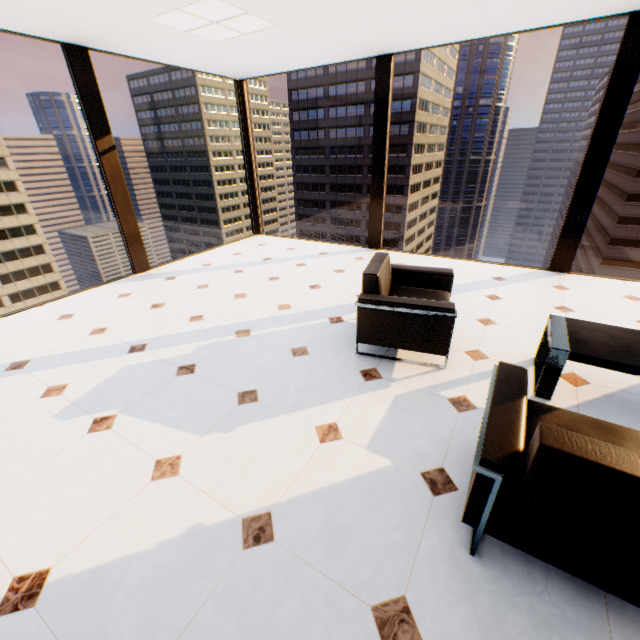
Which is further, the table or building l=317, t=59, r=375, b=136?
building l=317, t=59, r=375, b=136

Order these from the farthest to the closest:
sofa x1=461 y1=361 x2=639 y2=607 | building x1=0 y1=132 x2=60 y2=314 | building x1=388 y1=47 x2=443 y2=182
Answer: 1. building x1=388 y1=47 x2=443 y2=182
2. building x1=0 y1=132 x2=60 y2=314
3. sofa x1=461 y1=361 x2=639 y2=607

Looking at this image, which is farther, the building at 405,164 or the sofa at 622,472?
the building at 405,164

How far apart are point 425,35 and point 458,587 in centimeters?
557cm

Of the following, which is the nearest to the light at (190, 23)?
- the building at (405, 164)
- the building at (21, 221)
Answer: the building at (405, 164)

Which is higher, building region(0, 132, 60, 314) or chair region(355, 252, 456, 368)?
chair region(355, 252, 456, 368)

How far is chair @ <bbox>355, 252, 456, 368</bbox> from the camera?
2.62m

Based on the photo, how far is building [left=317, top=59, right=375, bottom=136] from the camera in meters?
56.1 m
